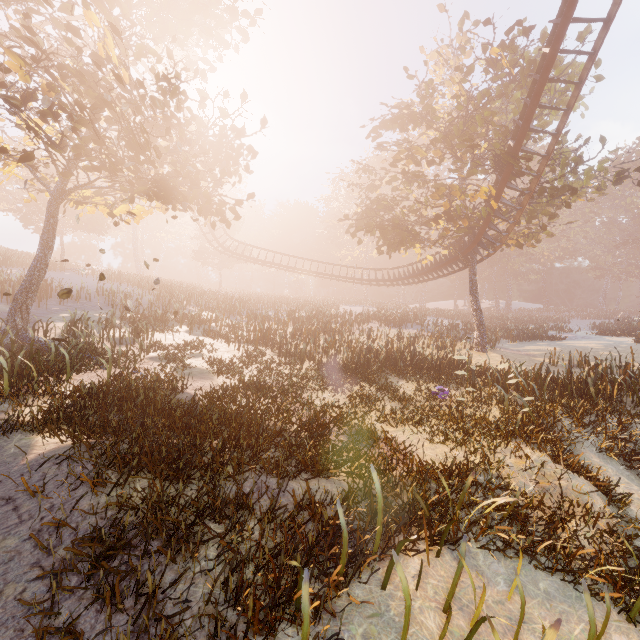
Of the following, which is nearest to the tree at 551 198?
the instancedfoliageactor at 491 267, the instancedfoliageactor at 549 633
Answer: the instancedfoliageactor at 491 267

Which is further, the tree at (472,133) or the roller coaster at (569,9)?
the tree at (472,133)

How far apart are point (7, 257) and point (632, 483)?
44.78m

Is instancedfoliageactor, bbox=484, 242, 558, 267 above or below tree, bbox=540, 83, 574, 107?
below

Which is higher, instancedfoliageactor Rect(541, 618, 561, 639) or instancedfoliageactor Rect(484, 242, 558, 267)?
instancedfoliageactor Rect(484, 242, 558, 267)

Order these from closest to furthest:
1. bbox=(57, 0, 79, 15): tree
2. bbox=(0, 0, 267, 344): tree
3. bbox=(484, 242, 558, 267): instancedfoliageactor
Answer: bbox=(57, 0, 79, 15): tree
bbox=(0, 0, 267, 344): tree
bbox=(484, 242, 558, 267): instancedfoliageactor

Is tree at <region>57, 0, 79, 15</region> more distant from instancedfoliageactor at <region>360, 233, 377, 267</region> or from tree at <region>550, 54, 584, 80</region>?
instancedfoliageactor at <region>360, 233, 377, 267</region>

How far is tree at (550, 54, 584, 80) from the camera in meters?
16.5
